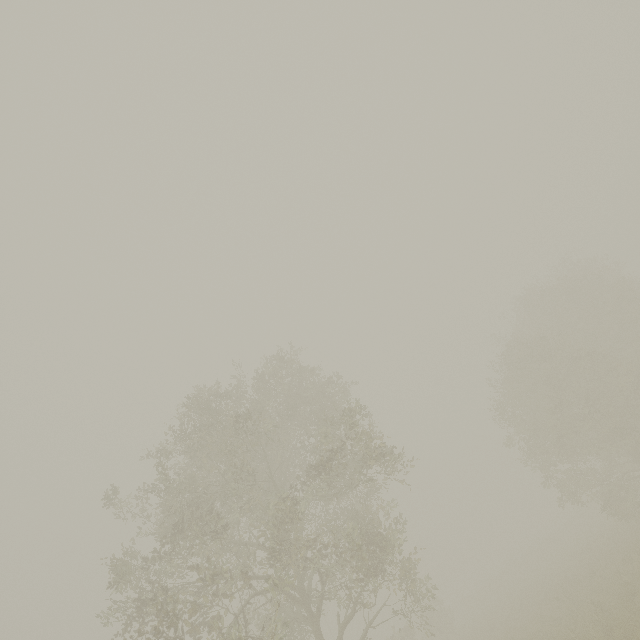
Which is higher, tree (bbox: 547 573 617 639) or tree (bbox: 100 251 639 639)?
→ tree (bbox: 100 251 639 639)

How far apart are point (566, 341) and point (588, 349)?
6.7m

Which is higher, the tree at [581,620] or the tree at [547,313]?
the tree at [547,313]
